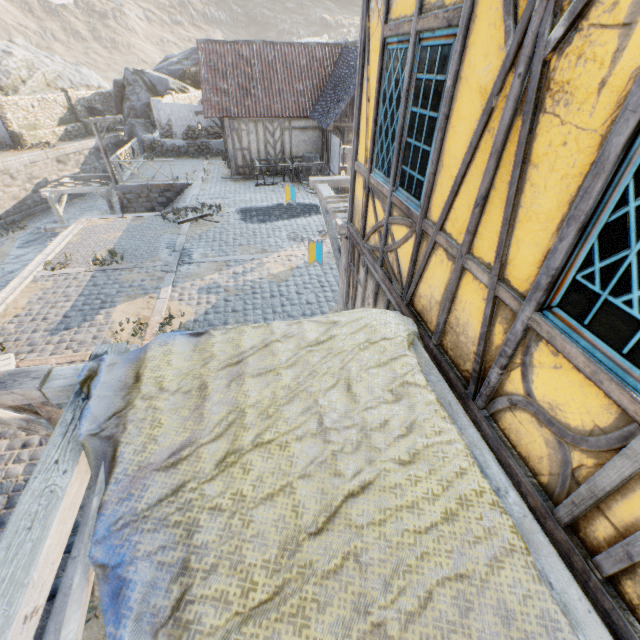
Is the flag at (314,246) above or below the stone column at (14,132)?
above

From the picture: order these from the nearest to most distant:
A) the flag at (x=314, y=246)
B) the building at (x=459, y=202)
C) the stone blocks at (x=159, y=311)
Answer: the building at (x=459, y=202)
the flag at (x=314, y=246)
the stone blocks at (x=159, y=311)

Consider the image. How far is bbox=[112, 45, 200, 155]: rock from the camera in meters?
27.4

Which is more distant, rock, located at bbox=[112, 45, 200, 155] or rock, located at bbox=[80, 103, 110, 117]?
rock, located at bbox=[80, 103, 110, 117]

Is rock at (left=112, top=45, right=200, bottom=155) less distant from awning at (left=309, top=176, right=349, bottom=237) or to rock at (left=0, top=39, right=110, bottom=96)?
rock at (left=0, top=39, right=110, bottom=96)

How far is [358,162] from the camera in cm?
461

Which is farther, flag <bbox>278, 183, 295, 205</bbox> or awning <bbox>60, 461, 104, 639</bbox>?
flag <bbox>278, 183, 295, 205</bbox>

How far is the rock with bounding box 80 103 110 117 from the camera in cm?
2803
